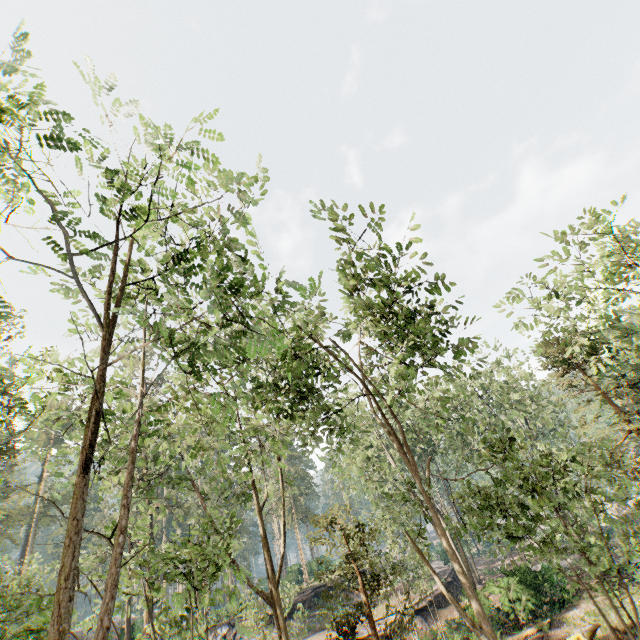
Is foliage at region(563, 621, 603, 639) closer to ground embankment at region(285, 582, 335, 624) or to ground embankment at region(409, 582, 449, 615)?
ground embankment at region(409, 582, 449, 615)

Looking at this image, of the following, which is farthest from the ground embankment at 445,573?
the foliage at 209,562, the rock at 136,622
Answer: the rock at 136,622

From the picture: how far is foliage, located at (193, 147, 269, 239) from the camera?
6.38m

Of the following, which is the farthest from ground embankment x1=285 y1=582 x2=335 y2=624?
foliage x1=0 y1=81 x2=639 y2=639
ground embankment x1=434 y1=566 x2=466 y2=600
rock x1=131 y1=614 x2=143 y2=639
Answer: rock x1=131 y1=614 x2=143 y2=639

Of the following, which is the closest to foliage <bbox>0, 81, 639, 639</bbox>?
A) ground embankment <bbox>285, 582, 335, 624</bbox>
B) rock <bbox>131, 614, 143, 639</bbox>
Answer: rock <bbox>131, 614, 143, 639</bbox>

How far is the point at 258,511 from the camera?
14.2 meters

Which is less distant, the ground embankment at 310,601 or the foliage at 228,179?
the foliage at 228,179

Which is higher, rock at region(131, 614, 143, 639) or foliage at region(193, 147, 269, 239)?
foliage at region(193, 147, 269, 239)
